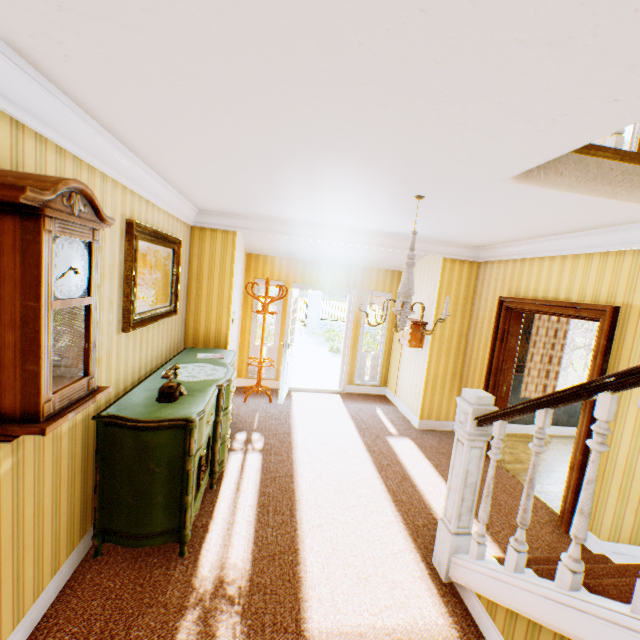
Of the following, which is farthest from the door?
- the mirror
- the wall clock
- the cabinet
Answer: the wall clock

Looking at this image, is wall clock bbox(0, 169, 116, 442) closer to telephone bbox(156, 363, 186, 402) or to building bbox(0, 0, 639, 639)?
building bbox(0, 0, 639, 639)

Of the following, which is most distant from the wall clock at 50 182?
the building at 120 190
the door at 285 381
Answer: the door at 285 381

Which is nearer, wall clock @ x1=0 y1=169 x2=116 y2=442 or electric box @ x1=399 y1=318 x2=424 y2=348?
wall clock @ x1=0 y1=169 x2=116 y2=442

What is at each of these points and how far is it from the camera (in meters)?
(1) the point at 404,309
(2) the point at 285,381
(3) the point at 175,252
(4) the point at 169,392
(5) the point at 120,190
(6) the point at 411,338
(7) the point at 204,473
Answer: (1) ceiling light, 2.93
(2) door, 6.07
(3) mirror, 4.01
(4) telephone, 2.75
(5) building, 2.62
(6) electric box, 5.65
(7) cabinet, 3.22

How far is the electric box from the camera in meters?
5.6

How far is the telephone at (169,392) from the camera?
2.7m

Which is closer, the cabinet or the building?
the building
